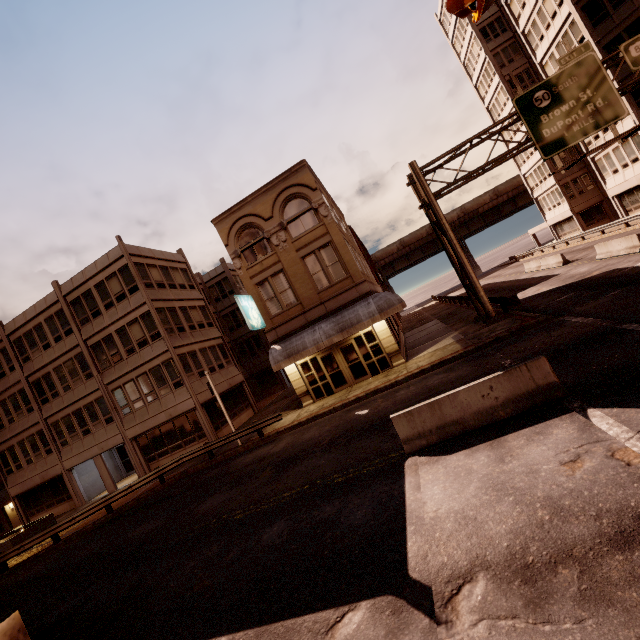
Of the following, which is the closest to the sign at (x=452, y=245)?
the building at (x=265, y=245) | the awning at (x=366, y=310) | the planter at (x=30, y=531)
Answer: the awning at (x=366, y=310)

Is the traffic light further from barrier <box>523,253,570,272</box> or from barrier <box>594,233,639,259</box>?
barrier <box>523,253,570,272</box>

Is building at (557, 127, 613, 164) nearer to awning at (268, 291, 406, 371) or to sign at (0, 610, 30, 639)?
awning at (268, 291, 406, 371)

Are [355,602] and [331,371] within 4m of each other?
no

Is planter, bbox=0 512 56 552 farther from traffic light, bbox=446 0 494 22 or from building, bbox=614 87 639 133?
building, bbox=614 87 639 133

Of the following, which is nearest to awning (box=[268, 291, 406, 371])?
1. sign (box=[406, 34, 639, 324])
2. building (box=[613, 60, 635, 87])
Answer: sign (box=[406, 34, 639, 324])

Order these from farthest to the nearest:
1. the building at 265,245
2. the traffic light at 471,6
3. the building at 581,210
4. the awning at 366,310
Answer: the building at 581,210 → the building at 265,245 → the awning at 366,310 → the traffic light at 471,6

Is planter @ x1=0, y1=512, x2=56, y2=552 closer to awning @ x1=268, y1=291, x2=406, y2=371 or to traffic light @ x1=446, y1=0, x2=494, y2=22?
awning @ x1=268, y1=291, x2=406, y2=371
